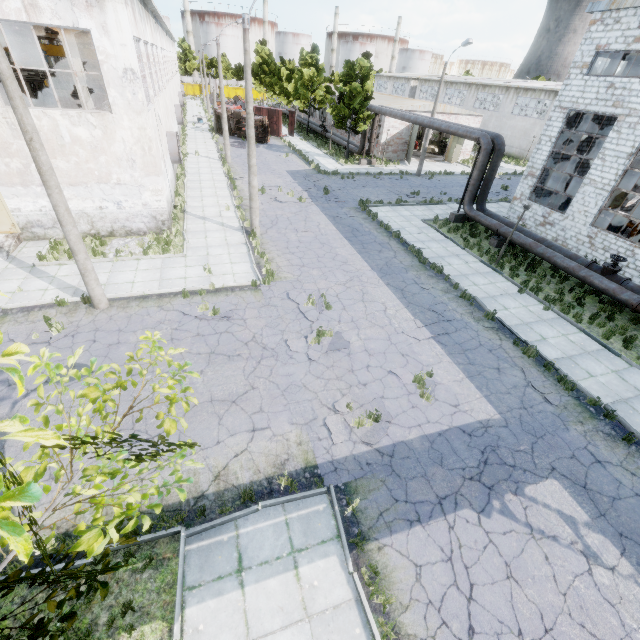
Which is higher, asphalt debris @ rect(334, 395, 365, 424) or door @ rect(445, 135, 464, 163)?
door @ rect(445, 135, 464, 163)

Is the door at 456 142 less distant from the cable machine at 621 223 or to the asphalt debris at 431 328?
the cable machine at 621 223

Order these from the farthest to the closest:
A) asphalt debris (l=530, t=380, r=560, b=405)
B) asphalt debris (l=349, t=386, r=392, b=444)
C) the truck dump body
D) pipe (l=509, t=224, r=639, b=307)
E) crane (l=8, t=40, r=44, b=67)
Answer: the truck dump body
crane (l=8, t=40, r=44, b=67)
pipe (l=509, t=224, r=639, b=307)
asphalt debris (l=530, t=380, r=560, b=405)
asphalt debris (l=349, t=386, r=392, b=444)

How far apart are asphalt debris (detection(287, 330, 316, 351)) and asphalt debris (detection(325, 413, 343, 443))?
1.4 meters

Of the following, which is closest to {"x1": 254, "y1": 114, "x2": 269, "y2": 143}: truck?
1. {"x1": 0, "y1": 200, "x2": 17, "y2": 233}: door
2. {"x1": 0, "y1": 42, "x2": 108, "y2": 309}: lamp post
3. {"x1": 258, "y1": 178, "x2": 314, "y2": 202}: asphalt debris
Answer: {"x1": 258, "y1": 178, "x2": 314, "y2": 202}: asphalt debris

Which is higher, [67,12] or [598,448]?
[67,12]

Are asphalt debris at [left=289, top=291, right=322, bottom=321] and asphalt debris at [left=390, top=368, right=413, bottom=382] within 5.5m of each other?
yes

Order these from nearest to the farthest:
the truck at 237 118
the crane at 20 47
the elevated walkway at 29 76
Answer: the crane at 20 47 < the elevated walkway at 29 76 < the truck at 237 118
